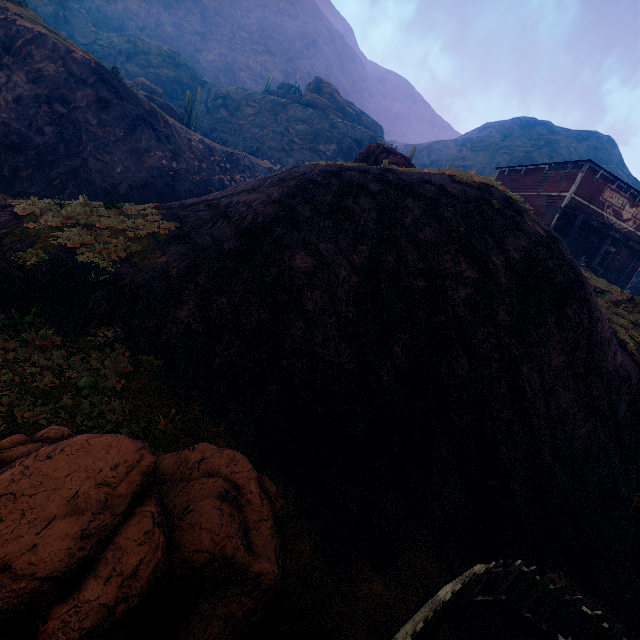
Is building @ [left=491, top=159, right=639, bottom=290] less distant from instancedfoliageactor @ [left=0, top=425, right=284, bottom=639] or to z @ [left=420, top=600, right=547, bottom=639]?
z @ [left=420, top=600, right=547, bottom=639]

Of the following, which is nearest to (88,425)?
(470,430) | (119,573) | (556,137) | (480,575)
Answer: (119,573)

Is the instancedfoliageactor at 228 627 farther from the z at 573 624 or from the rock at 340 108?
the rock at 340 108

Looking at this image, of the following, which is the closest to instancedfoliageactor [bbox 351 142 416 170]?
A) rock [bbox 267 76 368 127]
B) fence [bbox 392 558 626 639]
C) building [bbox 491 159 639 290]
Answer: rock [bbox 267 76 368 127]

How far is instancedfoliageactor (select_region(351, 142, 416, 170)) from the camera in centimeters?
1485cm

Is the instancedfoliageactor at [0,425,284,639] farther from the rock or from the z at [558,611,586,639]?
the rock

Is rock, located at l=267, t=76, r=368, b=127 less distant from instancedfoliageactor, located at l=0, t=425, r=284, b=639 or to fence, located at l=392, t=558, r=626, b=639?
fence, located at l=392, t=558, r=626, b=639

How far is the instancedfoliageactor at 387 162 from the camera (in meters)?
14.85
